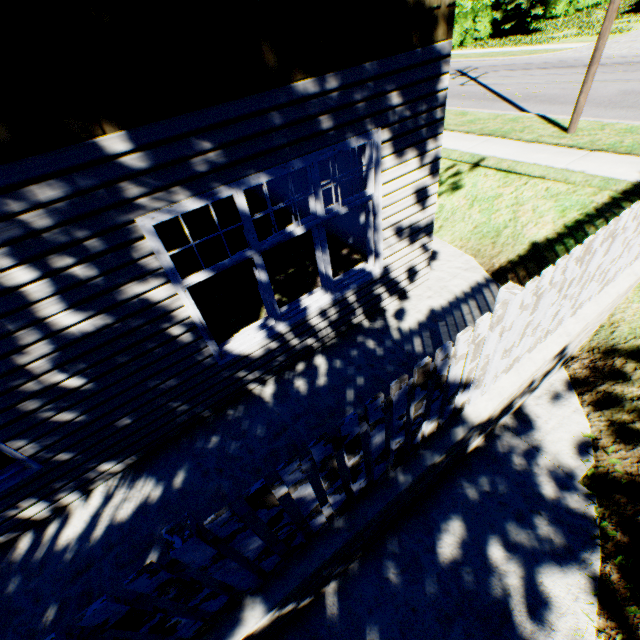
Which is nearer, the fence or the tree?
the fence

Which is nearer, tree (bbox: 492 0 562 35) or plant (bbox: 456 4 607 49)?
plant (bbox: 456 4 607 49)

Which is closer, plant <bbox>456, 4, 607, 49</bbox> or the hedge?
plant <bbox>456, 4, 607, 49</bbox>

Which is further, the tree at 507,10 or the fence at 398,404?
the tree at 507,10

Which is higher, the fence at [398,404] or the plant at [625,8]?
the fence at [398,404]

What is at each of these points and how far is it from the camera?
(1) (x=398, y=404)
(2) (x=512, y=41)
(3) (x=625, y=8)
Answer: (1) fence, 2.0 meters
(2) plant, 20.5 meters
(3) plant, 24.1 meters

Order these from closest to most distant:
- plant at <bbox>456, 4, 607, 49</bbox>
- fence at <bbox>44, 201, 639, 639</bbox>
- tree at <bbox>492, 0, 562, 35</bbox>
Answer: fence at <bbox>44, 201, 639, 639</bbox>, plant at <bbox>456, 4, 607, 49</bbox>, tree at <bbox>492, 0, 562, 35</bbox>

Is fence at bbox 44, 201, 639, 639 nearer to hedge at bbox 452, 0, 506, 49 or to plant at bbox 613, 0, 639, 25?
plant at bbox 613, 0, 639, 25
